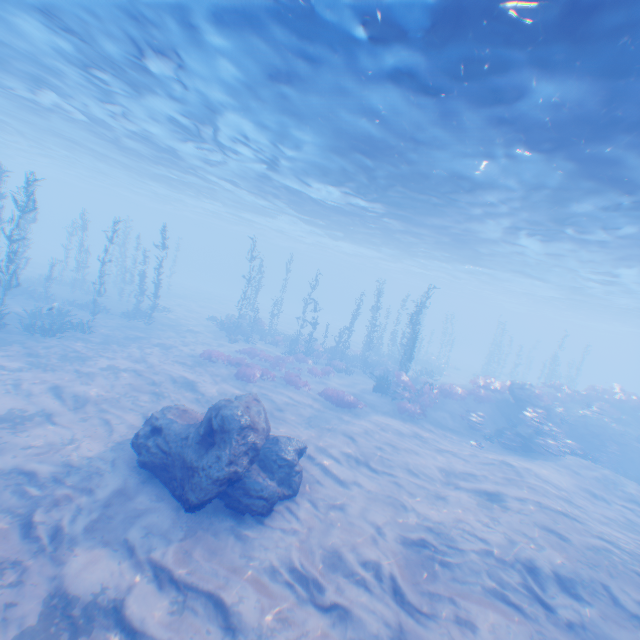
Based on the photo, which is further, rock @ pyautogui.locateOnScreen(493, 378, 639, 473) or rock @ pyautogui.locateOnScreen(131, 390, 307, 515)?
→ rock @ pyautogui.locateOnScreen(493, 378, 639, 473)

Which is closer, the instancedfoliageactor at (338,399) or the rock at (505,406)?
the instancedfoliageactor at (338,399)

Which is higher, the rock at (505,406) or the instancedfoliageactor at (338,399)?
the rock at (505,406)

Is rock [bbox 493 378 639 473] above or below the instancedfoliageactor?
above

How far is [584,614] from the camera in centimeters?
729cm

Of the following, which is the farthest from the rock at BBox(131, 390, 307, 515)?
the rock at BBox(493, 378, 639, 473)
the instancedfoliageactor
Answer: the instancedfoliageactor
